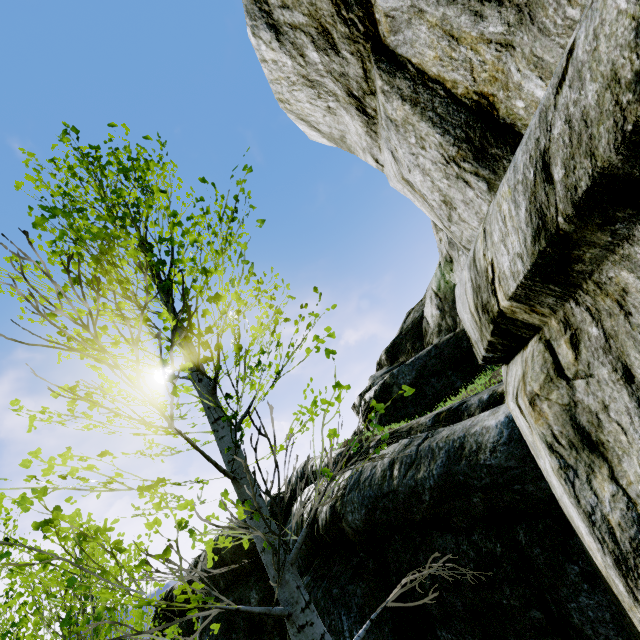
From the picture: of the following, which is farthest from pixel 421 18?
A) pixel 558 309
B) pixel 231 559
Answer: pixel 231 559

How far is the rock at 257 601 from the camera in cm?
631

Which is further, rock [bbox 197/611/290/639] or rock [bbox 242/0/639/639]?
rock [bbox 197/611/290/639]

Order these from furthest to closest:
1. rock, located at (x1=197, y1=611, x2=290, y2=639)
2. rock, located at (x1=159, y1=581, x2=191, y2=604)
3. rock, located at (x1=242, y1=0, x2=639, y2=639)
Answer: rock, located at (x1=159, y1=581, x2=191, y2=604), rock, located at (x1=197, y1=611, x2=290, y2=639), rock, located at (x1=242, y1=0, x2=639, y2=639)

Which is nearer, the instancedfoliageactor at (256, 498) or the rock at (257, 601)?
the instancedfoliageactor at (256, 498)

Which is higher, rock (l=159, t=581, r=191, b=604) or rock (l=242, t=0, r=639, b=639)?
rock (l=159, t=581, r=191, b=604)
